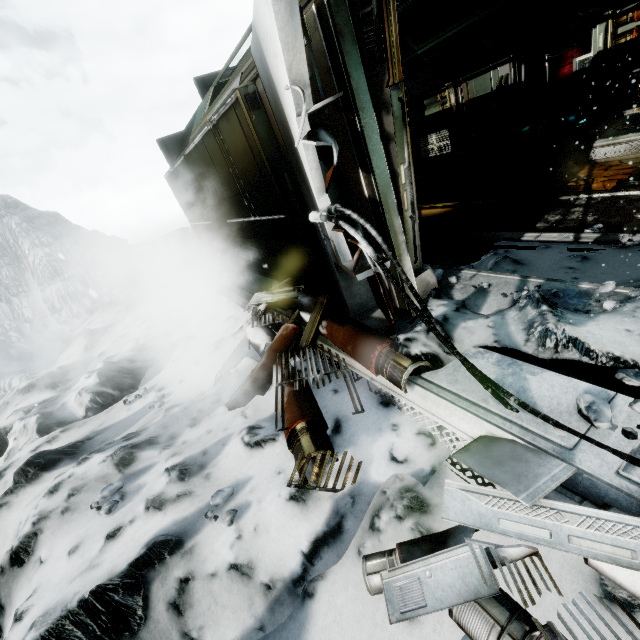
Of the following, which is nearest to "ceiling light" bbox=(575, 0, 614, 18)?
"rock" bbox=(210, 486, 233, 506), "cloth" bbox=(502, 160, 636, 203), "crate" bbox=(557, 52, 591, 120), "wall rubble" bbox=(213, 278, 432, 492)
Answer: "crate" bbox=(557, 52, 591, 120)

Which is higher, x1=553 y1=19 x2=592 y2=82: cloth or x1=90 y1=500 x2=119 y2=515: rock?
x1=553 y1=19 x2=592 y2=82: cloth

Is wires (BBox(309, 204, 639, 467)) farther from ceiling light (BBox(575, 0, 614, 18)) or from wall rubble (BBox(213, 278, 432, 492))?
ceiling light (BBox(575, 0, 614, 18))

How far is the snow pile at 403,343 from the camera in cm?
261

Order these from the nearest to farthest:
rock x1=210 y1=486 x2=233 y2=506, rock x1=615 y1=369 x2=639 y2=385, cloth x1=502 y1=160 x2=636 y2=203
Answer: rock x1=615 y1=369 x2=639 y2=385 < rock x1=210 y1=486 x2=233 y2=506 < cloth x1=502 y1=160 x2=636 y2=203

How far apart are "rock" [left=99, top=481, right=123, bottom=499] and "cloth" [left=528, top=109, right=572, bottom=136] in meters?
11.7 m

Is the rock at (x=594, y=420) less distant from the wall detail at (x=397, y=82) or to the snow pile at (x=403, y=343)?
the snow pile at (x=403, y=343)

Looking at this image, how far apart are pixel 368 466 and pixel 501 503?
0.98m
